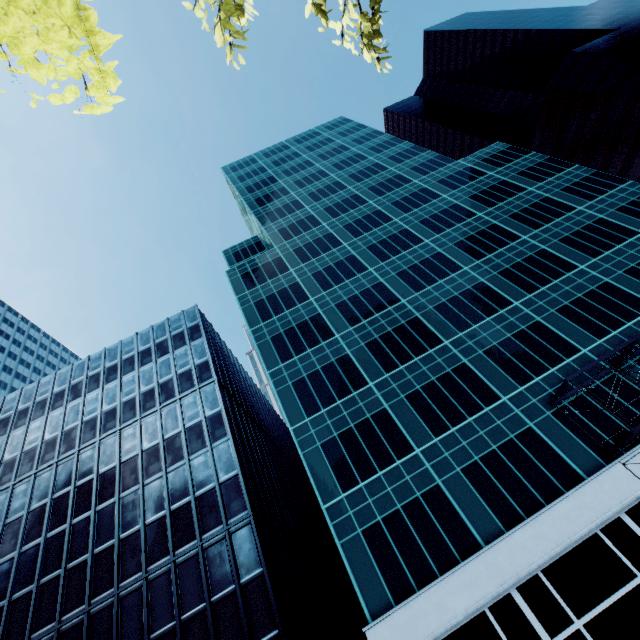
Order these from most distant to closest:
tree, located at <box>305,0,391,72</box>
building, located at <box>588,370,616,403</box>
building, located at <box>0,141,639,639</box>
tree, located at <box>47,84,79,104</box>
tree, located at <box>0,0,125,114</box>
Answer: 1. building, located at <box>588,370,616,403</box>
2. building, located at <box>0,141,639,639</box>
3. tree, located at <box>305,0,391,72</box>
4. tree, located at <box>47,84,79,104</box>
5. tree, located at <box>0,0,125,114</box>

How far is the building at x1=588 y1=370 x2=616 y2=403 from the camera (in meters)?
23.36

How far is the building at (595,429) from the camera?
21.81m

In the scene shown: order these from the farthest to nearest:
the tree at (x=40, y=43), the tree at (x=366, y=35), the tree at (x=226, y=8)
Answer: the tree at (x=366, y=35) < the tree at (x=226, y=8) < the tree at (x=40, y=43)

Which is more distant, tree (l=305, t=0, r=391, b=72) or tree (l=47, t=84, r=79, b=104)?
tree (l=305, t=0, r=391, b=72)

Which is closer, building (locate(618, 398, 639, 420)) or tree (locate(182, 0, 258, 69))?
tree (locate(182, 0, 258, 69))

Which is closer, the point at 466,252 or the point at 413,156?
the point at 466,252
